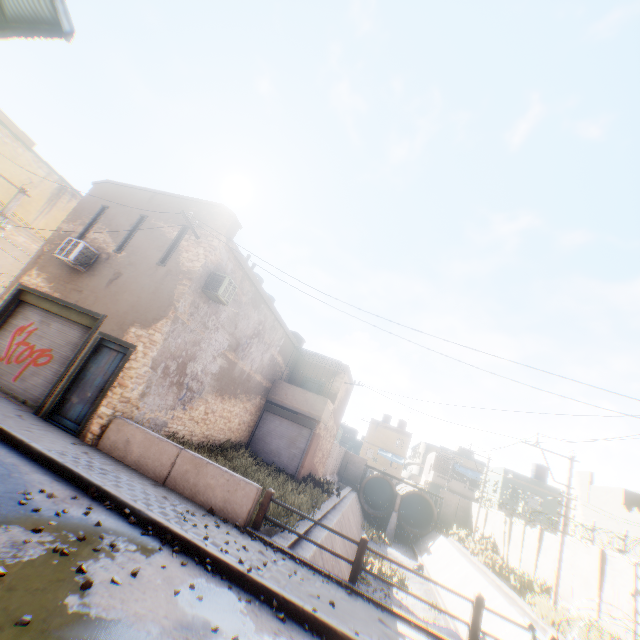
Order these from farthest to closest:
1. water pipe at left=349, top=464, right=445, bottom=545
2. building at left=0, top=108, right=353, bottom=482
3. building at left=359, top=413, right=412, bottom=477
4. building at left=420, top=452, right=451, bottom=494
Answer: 1. building at left=359, top=413, right=412, bottom=477
2. building at left=420, top=452, right=451, bottom=494
3. water pipe at left=349, top=464, right=445, bottom=545
4. building at left=0, top=108, right=353, bottom=482

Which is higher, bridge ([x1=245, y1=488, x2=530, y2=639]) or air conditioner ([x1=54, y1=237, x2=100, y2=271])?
air conditioner ([x1=54, y1=237, x2=100, y2=271])

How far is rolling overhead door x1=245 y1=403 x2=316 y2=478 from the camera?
17.9m

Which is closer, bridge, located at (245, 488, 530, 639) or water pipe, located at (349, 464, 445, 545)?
bridge, located at (245, 488, 530, 639)

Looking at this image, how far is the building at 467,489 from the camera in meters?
43.8 m

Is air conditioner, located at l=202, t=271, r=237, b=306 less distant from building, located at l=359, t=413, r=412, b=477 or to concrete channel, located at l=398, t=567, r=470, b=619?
building, located at l=359, t=413, r=412, b=477

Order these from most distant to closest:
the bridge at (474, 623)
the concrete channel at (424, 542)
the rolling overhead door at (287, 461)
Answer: the rolling overhead door at (287, 461) < the concrete channel at (424, 542) < the bridge at (474, 623)

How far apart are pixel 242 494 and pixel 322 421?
11.6m
